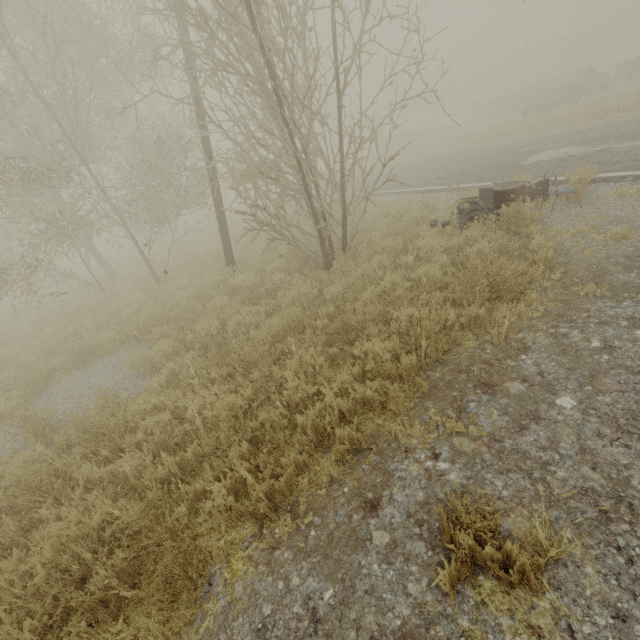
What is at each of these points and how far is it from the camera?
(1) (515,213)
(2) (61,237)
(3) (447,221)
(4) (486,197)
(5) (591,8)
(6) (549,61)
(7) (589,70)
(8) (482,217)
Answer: (1) oil drum, 6.4m
(2) tree, 11.1m
(3) rubber tire, 7.9m
(4) dresser, 8.2m
(5) tree, 50.0m
(6) boxcar, 43.9m
(7) concrete pipe, 22.9m
(8) rubber tire, 6.8m

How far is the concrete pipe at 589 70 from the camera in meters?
22.8 m

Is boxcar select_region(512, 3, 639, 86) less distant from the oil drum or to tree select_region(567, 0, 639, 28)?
tree select_region(567, 0, 639, 28)

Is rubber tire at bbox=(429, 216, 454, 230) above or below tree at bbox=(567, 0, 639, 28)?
below

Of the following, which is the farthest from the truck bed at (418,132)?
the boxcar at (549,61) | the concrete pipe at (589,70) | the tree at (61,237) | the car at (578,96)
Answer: the boxcar at (549,61)

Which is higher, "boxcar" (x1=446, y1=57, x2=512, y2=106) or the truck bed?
"boxcar" (x1=446, y1=57, x2=512, y2=106)

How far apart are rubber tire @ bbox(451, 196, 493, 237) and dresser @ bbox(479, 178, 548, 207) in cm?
16

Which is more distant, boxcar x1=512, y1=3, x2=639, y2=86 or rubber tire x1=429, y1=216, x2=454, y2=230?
boxcar x1=512, y1=3, x2=639, y2=86
